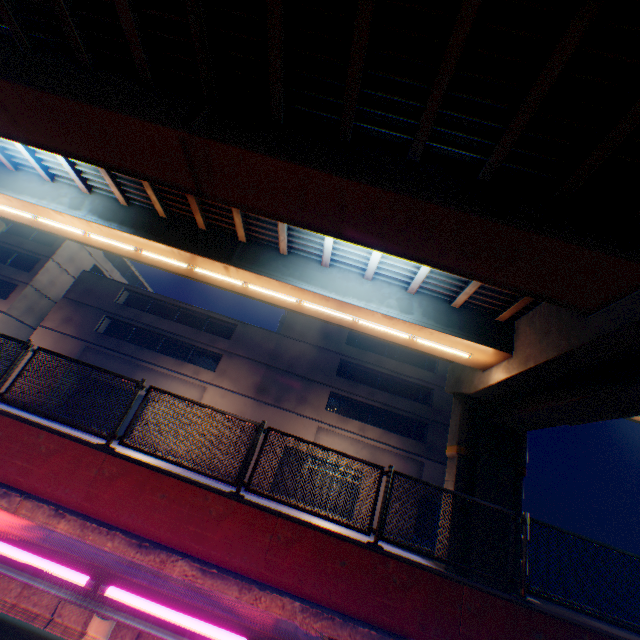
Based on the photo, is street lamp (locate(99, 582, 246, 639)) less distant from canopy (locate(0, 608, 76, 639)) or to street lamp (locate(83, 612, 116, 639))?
canopy (locate(0, 608, 76, 639))

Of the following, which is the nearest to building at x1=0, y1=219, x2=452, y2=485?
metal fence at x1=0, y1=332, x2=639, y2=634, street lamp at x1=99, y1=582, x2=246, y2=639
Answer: metal fence at x1=0, y1=332, x2=639, y2=634

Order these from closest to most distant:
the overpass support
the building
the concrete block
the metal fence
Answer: the concrete block < the metal fence < the overpass support < the building

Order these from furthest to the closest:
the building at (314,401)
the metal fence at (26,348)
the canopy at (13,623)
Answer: the building at (314,401)
the metal fence at (26,348)
the canopy at (13,623)

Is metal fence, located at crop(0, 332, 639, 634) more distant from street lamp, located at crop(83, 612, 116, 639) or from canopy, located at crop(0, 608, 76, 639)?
street lamp, located at crop(83, 612, 116, 639)

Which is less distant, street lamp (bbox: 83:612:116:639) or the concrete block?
street lamp (bbox: 83:612:116:639)

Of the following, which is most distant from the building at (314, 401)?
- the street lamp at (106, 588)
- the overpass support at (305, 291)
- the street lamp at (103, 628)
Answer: the street lamp at (106, 588)

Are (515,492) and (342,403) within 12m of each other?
no
